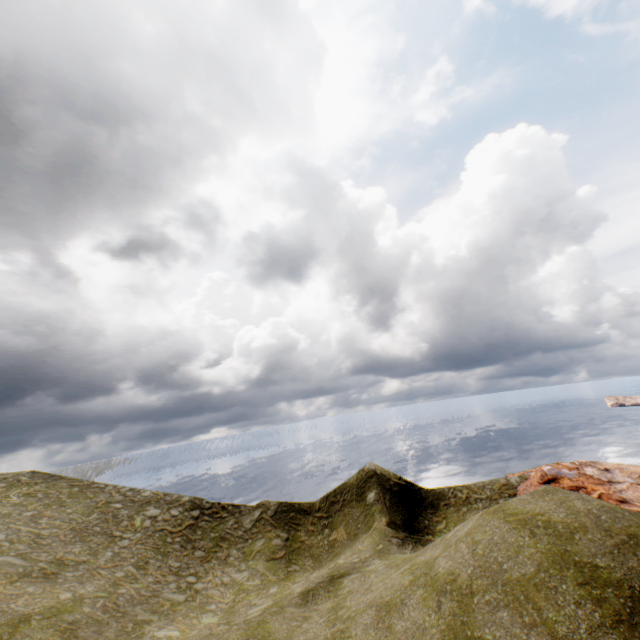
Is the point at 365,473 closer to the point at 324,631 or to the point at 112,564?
the point at 324,631
